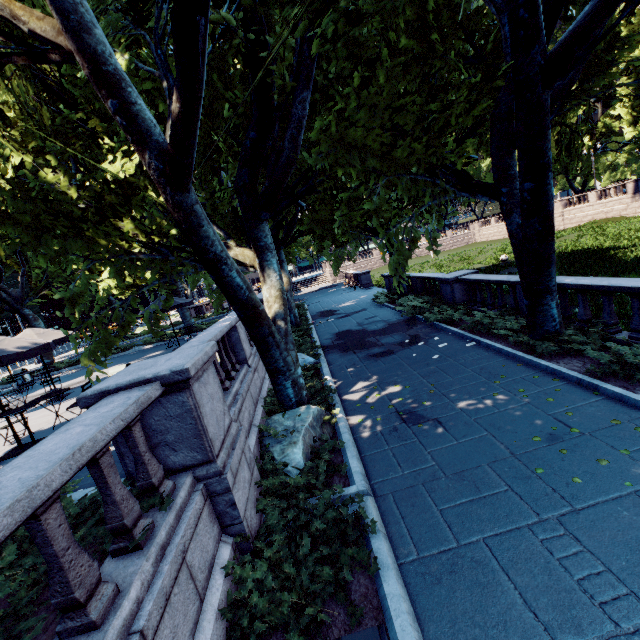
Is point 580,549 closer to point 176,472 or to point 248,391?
point 176,472

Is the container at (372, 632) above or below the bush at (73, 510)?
below

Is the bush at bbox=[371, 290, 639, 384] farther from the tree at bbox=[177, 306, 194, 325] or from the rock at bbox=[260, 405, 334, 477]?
the rock at bbox=[260, 405, 334, 477]

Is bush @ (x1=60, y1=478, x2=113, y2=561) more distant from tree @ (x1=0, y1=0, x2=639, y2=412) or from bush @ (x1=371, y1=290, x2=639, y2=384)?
bush @ (x1=371, y1=290, x2=639, y2=384)

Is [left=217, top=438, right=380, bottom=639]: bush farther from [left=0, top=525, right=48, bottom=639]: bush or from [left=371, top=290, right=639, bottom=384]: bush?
[left=371, top=290, right=639, bottom=384]: bush

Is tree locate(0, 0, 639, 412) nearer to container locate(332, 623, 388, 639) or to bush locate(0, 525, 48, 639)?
bush locate(0, 525, 48, 639)

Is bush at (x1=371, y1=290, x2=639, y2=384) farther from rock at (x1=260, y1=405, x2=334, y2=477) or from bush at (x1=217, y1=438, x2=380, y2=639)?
bush at (x1=217, y1=438, x2=380, y2=639)

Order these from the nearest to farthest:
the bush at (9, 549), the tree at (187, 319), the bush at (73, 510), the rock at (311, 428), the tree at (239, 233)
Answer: the bush at (9, 549), the bush at (73, 510), the tree at (239, 233), the rock at (311, 428), the tree at (187, 319)
